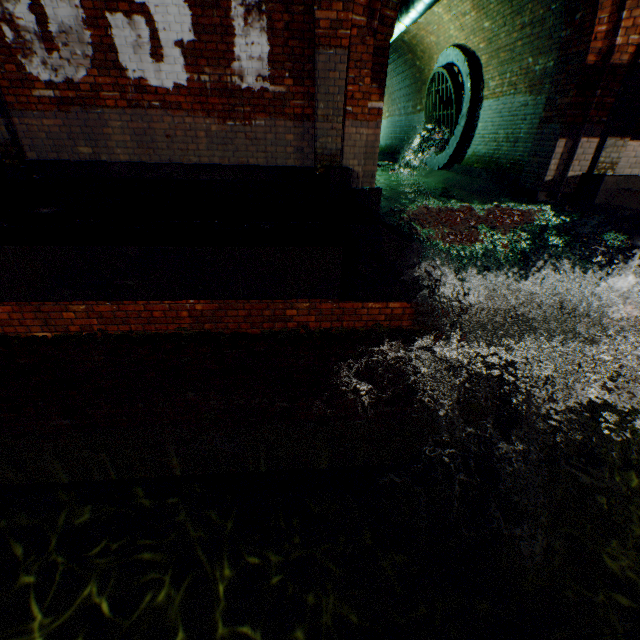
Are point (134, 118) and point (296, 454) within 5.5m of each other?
no

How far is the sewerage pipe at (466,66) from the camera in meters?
9.0 m

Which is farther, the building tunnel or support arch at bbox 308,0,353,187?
the building tunnel

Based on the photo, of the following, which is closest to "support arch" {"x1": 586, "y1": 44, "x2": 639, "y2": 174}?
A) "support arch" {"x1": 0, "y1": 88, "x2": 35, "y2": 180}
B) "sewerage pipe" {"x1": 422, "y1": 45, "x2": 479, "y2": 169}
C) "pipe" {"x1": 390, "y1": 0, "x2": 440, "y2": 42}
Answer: "pipe" {"x1": 390, "y1": 0, "x2": 440, "y2": 42}

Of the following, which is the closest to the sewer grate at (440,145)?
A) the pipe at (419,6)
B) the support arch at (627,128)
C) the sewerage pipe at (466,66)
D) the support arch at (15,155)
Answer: the sewerage pipe at (466,66)

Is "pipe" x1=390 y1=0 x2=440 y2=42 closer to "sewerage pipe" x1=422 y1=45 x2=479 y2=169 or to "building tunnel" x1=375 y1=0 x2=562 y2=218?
"building tunnel" x1=375 y1=0 x2=562 y2=218

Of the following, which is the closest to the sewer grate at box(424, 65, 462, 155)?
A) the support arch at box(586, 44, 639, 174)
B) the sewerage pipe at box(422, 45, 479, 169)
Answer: the sewerage pipe at box(422, 45, 479, 169)

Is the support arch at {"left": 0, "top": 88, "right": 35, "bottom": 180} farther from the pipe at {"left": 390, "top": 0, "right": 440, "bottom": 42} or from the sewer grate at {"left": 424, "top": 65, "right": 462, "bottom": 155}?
Result: the sewer grate at {"left": 424, "top": 65, "right": 462, "bottom": 155}
